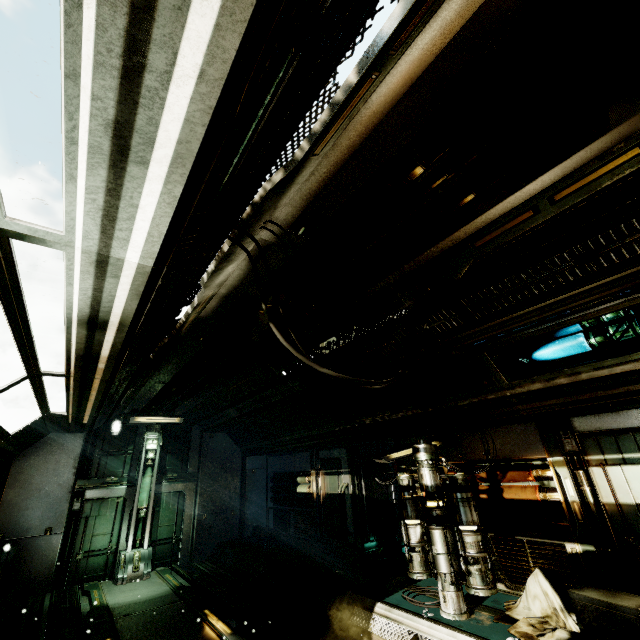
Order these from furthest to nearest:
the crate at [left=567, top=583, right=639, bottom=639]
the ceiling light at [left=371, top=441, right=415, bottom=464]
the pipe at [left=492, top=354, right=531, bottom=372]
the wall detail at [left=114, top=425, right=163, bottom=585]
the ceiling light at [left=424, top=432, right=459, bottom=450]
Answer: the wall detail at [left=114, top=425, right=163, bottom=585] < the ceiling light at [left=371, top=441, right=415, bottom=464] < the ceiling light at [left=424, top=432, right=459, bottom=450] < the pipe at [left=492, top=354, right=531, bottom=372] < the crate at [left=567, top=583, right=639, bottom=639]

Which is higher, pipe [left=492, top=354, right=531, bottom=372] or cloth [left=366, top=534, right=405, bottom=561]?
pipe [left=492, top=354, right=531, bottom=372]

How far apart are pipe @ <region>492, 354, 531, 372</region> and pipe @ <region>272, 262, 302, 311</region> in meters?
3.7

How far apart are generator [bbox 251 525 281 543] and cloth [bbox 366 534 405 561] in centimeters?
348cm

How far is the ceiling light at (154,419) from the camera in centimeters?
1048cm

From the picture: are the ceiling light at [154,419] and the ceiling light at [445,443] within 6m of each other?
no

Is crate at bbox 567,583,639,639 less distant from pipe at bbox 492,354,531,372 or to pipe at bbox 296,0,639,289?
pipe at bbox 492,354,531,372

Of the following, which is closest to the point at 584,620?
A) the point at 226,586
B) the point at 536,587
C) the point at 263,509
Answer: the point at 536,587
